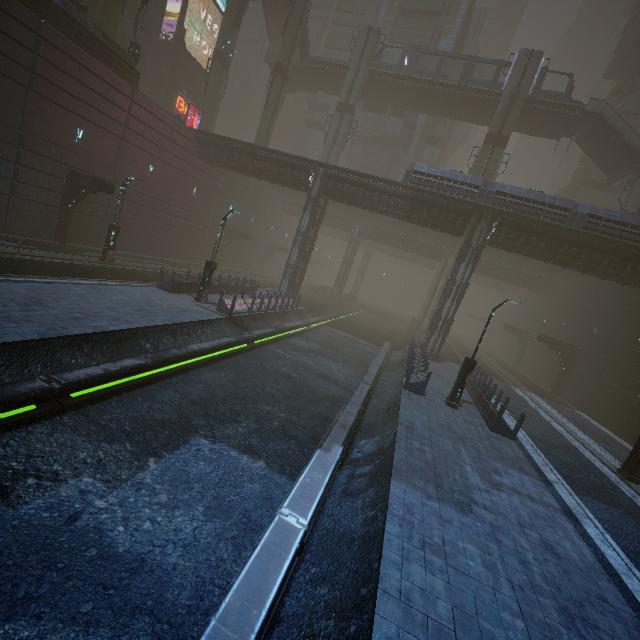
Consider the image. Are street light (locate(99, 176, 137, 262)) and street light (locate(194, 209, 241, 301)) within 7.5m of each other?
yes

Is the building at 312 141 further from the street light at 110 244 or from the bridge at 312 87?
the street light at 110 244

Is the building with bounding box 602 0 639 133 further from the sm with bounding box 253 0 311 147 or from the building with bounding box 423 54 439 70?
the sm with bounding box 253 0 311 147

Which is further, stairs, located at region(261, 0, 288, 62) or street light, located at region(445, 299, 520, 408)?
stairs, located at region(261, 0, 288, 62)

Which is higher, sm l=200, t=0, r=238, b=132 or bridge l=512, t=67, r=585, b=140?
bridge l=512, t=67, r=585, b=140

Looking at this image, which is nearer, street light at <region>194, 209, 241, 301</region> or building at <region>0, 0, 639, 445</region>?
street light at <region>194, 209, 241, 301</region>

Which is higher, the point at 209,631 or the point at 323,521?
the point at 209,631

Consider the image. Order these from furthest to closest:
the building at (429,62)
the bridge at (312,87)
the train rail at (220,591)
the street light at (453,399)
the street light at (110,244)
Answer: the building at (429,62) → the bridge at (312,87) → the street light at (110,244) → the street light at (453,399) → the train rail at (220,591)
